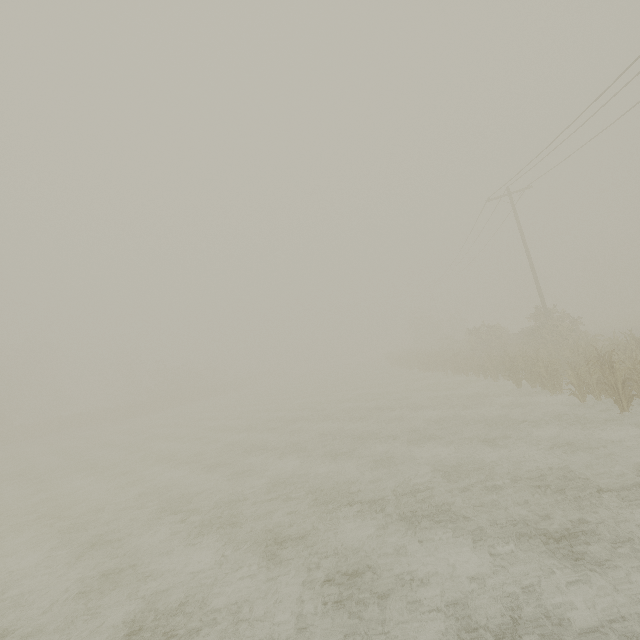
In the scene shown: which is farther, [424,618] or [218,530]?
[218,530]
